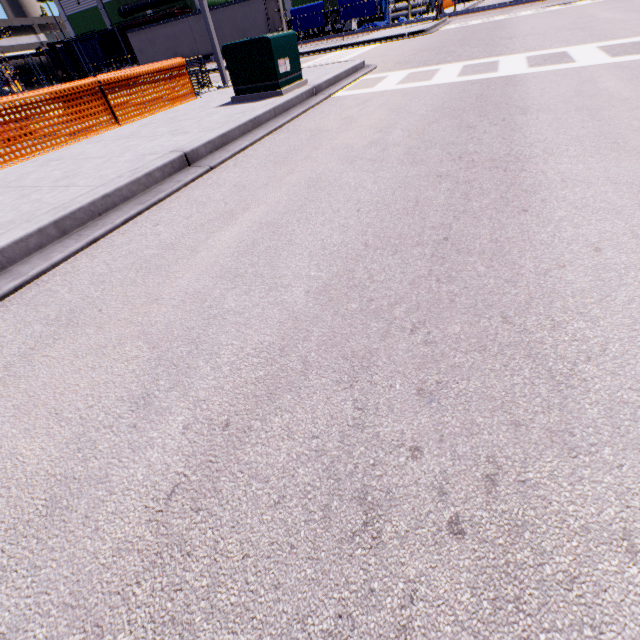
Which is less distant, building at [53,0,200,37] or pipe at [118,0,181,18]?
pipe at [118,0,181,18]

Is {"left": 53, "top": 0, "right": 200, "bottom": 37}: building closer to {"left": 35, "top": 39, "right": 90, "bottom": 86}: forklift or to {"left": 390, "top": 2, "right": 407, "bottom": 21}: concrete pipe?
{"left": 390, "top": 2, "right": 407, "bottom": 21}: concrete pipe

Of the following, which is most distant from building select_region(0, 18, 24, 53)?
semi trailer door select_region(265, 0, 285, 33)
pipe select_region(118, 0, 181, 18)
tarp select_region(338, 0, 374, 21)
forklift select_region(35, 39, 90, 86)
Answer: forklift select_region(35, 39, 90, 86)

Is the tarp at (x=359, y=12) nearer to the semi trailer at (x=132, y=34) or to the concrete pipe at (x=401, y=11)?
the semi trailer at (x=132, y=34)

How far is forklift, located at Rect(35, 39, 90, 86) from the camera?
10.6m

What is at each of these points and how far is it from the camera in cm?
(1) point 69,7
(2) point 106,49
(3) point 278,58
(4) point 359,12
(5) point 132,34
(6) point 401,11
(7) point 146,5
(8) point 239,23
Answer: (1) building, 4528
(2) cargo car, 4266
(3) electrical box, 739
(4) tarp, 3372
(5) semi trailer, 2942
(6) concrete pipe, 4991
(7) pipe, 3991
(8) semi trailer, 2530

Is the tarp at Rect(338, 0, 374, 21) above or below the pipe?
below

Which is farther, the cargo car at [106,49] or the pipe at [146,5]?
the cargo car at [106,49]
